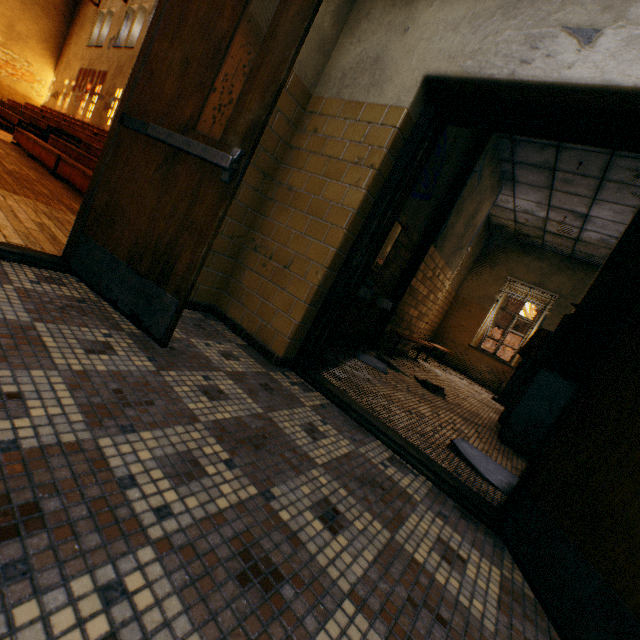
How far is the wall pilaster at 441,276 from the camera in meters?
5.2 m

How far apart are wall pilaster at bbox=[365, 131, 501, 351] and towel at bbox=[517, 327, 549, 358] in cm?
183

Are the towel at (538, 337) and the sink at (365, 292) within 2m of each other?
no

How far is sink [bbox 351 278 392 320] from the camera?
3.8 meters

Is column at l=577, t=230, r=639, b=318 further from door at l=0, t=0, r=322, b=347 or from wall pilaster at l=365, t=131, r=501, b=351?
door at l=0, t=0, r=322, b=347

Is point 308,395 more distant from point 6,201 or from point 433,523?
point 6,201

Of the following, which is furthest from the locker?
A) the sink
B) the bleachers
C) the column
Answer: the bleachers

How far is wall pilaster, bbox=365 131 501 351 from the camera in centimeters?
525cm
